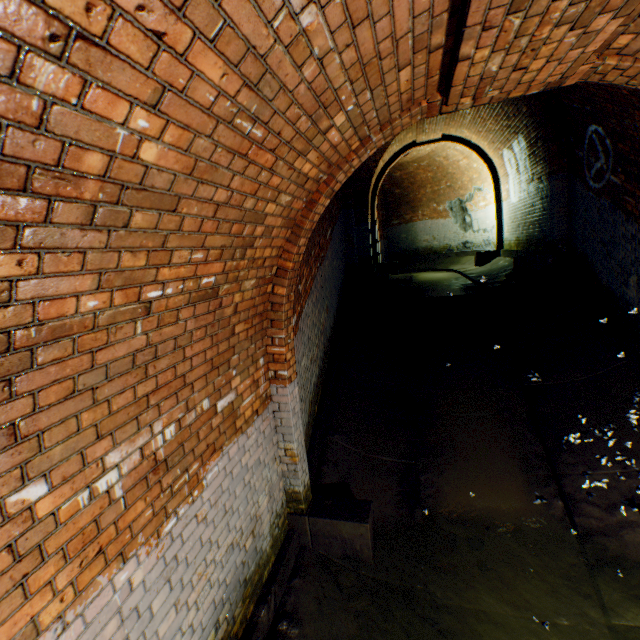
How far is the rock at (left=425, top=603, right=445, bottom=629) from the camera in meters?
3.2 m

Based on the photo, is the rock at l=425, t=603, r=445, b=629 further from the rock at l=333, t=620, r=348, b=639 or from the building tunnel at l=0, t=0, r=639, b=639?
the rock at l=333, t=620, r=348, b=639

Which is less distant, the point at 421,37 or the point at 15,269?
the point at 15,269

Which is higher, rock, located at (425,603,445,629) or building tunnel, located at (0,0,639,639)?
building tunnel, located at (0,0,639,639)

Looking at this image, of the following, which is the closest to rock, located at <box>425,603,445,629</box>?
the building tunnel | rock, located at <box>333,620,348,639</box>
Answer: the building tunnel

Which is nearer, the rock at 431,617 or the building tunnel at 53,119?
the building tunnel at 53,119

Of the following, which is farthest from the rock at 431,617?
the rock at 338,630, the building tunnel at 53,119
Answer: the rock at 338,630
